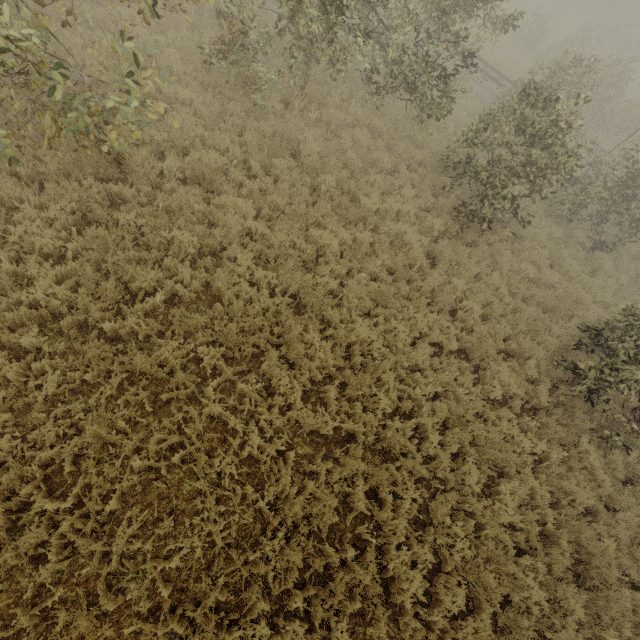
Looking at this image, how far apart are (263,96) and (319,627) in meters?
11.9
